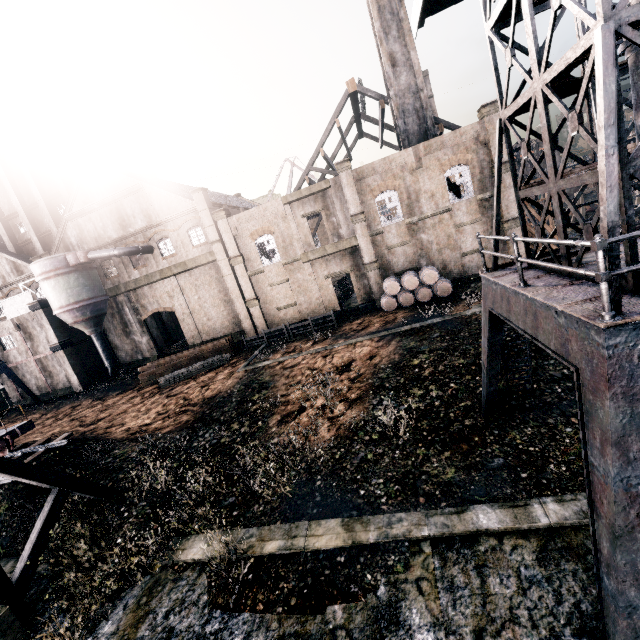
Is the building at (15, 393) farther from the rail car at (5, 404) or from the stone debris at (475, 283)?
the rail car at (5, 404)

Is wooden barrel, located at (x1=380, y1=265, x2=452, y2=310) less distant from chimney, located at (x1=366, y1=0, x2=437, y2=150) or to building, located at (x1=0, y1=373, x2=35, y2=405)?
building, located at (x1=0, y1=373, x2=35, y2=405)

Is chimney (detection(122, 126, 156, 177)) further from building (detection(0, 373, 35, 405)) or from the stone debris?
the stone debris

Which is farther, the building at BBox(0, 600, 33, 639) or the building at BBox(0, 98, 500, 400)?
the building at BBox(0, 98, 500, 400)

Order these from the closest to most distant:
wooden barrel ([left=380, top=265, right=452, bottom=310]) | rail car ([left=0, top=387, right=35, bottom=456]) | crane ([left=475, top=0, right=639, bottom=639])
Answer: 1. crane ([left=475, top=0, right=639, bottom=639])
2. rail car ([left=0, top=387, right=35, bottom=456])
3. wooden barrel ([left=380, top=265, right=452, bottom=310])

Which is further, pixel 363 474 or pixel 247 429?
pixel 247 429

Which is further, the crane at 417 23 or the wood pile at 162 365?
the wood pile at 162 365

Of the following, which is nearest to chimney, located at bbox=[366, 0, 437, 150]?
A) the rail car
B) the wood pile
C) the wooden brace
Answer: the wood pile
